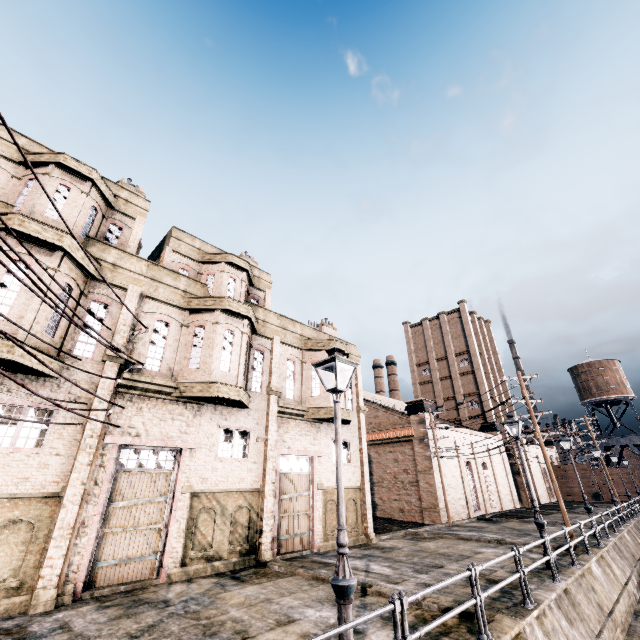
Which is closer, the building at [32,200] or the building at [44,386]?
the building at [44,386]

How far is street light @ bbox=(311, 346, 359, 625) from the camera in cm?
532

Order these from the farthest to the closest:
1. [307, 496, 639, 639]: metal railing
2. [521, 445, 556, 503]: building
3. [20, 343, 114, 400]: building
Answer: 1. [521, 445, 556, 503]: building
2. [20, 343, 114, 400]: building
3. [307, 496, 639, 639]: metal railing

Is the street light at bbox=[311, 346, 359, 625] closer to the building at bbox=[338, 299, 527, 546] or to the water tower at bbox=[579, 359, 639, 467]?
the building at bbox=[338, 299, 527, 546]

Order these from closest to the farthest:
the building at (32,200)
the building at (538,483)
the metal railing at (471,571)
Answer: the metal railing at (471,571), the building at (32,200), the building at (538,483)

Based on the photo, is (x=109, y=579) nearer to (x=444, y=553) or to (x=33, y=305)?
(x=33, y=305)

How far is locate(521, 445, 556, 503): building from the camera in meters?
46.3 m

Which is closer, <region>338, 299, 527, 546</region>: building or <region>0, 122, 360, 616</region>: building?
<region>0, 122, 360, 616</region>: building
